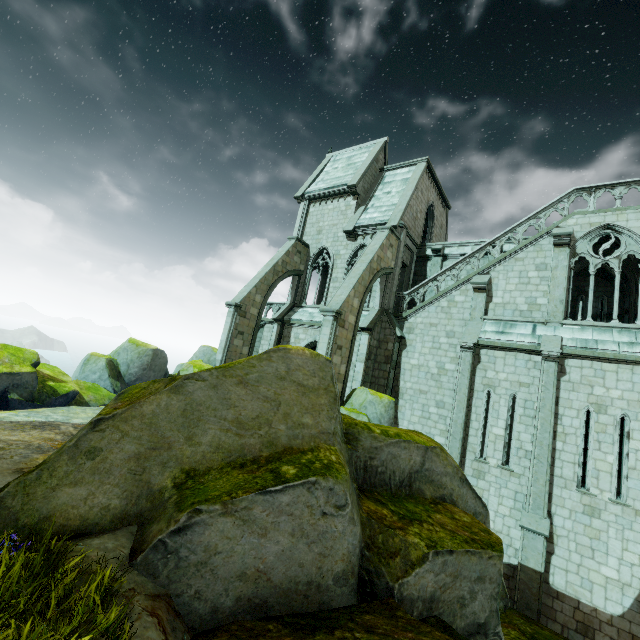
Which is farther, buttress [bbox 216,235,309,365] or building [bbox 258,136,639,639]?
buttress [bbox 216,235,309,365]

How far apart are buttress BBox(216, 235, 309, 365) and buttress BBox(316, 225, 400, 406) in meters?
5.9

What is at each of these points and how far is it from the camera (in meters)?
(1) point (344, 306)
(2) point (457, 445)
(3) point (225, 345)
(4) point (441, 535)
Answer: (1) buttress, 14.88
(2) building, 13.91
(3) buttress, 18.20
(4) rock, 5.47

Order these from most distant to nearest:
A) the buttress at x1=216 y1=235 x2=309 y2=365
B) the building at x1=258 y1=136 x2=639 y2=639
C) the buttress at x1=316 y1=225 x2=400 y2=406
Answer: the buttress at x1=216 y1=235 x2=309 y2=365, the buttress at x1=316 y1=225 x2=400 y2=406, the building at x1=258 y1=136 x2=639 y2=639

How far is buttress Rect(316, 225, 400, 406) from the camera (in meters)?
14.41

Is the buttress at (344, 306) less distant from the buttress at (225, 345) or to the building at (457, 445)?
the building at (457, 445)

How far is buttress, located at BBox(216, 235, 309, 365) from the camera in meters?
18.4

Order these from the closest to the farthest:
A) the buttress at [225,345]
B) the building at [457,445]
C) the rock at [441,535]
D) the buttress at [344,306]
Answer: the rock at [441,535] < the building at [457,445] < the buttress at [344,306] < the buttress at [225,345]
